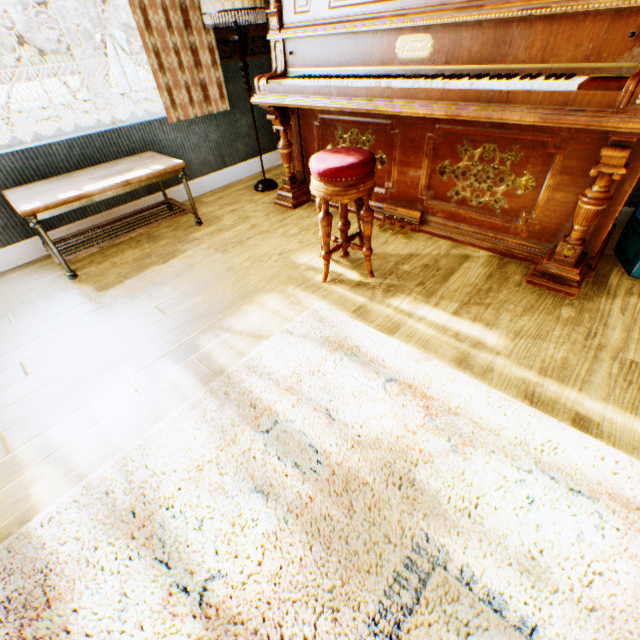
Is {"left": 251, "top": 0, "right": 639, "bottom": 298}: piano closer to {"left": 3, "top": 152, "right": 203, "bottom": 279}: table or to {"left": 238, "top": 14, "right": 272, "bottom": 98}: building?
{"left": 238, "top": 14, "right": 272, "bottom": 98}: building

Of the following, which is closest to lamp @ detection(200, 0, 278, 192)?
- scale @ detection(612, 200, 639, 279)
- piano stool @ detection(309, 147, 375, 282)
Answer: piano stool @ detection(309, 147, 375, 282)

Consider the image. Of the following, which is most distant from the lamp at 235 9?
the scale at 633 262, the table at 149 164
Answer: the scale at 633 262

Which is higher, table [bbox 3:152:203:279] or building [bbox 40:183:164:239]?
table [bbox 3:152:203:279]

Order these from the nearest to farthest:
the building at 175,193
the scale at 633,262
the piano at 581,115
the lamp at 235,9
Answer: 1. the piano at 581,115
2. the scale at 633,262
3. the lamp at 235,9
4. the building at 175,193

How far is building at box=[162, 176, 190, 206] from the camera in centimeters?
333cm

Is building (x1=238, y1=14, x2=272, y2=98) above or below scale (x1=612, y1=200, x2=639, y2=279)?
above

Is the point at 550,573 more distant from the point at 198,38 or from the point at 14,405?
the point at 198,38
